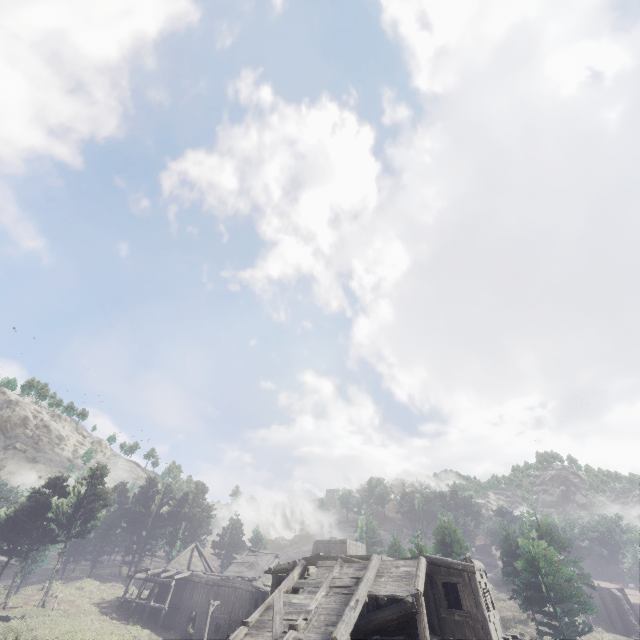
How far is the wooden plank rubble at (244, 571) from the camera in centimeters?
3728cm

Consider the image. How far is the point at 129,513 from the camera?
55.9m

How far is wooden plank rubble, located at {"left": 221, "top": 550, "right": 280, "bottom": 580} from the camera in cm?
3728

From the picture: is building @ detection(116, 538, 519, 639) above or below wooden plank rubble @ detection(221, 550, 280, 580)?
below

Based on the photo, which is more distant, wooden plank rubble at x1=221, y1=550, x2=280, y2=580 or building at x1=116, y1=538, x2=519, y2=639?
wooden plank rubble at x1=221, y1=550, x2=280, y2=580

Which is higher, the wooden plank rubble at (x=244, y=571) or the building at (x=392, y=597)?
the wooden plank rubble at (x=244, y=571)
